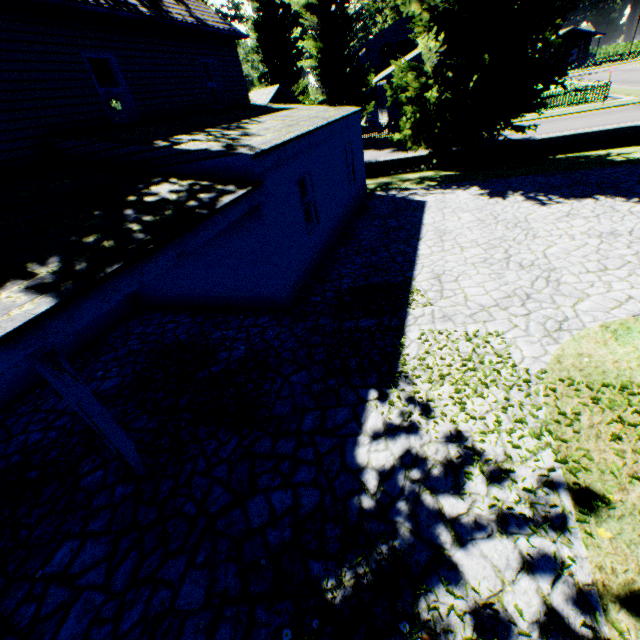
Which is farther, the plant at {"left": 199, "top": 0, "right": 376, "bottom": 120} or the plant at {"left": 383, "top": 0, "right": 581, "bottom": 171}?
the plant at {"left": 199, "top": 0, "right": 376, "bottom": 120}

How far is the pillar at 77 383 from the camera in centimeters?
356cm

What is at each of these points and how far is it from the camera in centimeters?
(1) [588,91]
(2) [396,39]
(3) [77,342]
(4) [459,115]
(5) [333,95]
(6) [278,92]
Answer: (1) fence, 2762cm
(2) house, 3644cm
(3) door, 807cm
(4) plant, 1305cm
(5) plant, 2872cm
(6) house, 4538cm

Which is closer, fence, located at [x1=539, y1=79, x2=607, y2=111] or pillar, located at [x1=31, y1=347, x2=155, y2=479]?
pillar, located at [x1=31, y1=347, x2=155, y2=479]

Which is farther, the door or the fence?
the fence

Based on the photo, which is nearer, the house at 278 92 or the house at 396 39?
the house at 396 39

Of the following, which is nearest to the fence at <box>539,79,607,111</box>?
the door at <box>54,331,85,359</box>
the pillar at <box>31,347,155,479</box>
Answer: the door at <box>54,331,85,359</box>

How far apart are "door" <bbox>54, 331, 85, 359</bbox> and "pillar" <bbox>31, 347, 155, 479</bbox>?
4.5 meters
